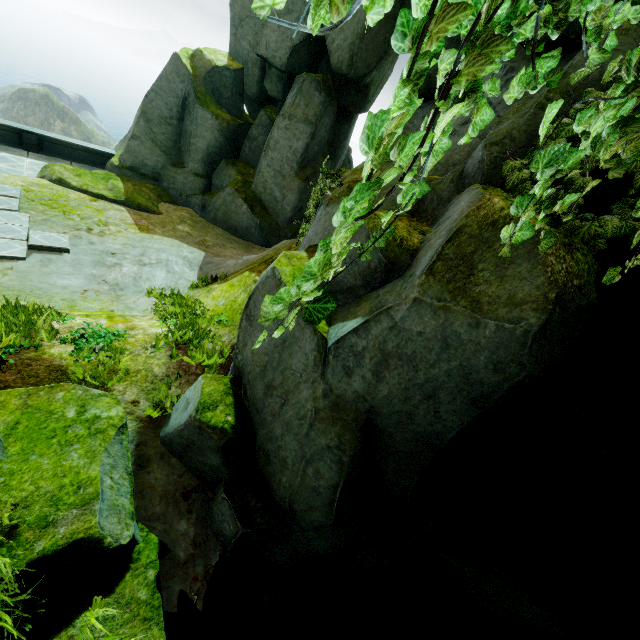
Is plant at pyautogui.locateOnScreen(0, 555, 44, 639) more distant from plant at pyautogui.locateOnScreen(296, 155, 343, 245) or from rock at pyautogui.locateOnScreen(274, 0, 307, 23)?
plant at pyautogui.locateOnScreen(296, 155, 343, 245)

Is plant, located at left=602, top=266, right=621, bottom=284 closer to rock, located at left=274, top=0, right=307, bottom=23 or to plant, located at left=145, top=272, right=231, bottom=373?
rock, located at left=274, top=0, right=307, bottom=23

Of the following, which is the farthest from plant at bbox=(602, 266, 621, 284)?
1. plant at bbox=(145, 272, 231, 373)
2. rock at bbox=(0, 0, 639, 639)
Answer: plant at bbox=(145, 272, 231, 373)

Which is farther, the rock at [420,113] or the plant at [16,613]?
the rock at [420,113]

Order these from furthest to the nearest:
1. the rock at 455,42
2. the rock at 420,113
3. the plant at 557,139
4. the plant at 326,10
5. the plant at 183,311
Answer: the rock at 420,113
the rock at 455,42
the plant at 183,311
the plant at 557,139
the plant at 326,10

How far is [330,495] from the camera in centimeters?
365cm

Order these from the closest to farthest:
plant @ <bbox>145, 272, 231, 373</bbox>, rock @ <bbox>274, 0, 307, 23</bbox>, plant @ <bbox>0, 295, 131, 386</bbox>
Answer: plant @ <bbox>0, 295, 131, 386</bbox>
plant @ <bbox>145, 272, 231, 373</bbox>
rock @ <bbox>274, 0, 307, 23</bbox>

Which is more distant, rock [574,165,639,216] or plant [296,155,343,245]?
plant [296,155,343,245]
